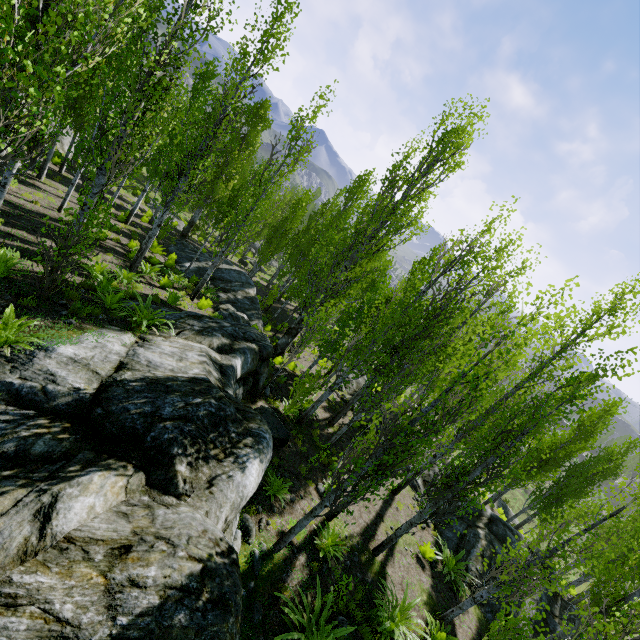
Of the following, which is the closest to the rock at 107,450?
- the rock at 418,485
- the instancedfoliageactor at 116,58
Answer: the instancedfoliageactor at 116,58

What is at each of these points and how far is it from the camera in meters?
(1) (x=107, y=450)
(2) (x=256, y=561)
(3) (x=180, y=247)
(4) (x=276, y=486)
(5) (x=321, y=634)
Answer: (1) rock, 4.2
(2) rock, 6.5
(3) rock, 21.4
(4) instancedfoliageactor, 8.4
(5) instancedfoliageactor, 5.9

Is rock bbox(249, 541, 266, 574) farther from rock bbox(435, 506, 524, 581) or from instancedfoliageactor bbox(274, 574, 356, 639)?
rock bbox(435, 506, 524, 581)

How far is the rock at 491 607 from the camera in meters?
11.0 m

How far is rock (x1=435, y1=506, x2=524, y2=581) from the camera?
12.5m

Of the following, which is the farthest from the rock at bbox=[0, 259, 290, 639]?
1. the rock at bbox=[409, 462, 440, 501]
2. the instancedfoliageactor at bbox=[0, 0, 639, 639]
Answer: the rock at bbox=[409, 462, 440, 501]

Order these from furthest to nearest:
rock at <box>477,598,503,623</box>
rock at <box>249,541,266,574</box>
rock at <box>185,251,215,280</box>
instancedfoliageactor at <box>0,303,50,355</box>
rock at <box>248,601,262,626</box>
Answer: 1. rock at <box>185,251,215,280</box>
2. rock at <box>477,598,503,623</box>
3. rock at <box>249,541,266,574</box>
4. rock at <box>248,601,262,626</box>
5. instancedfoliageactor at <box>0,303,50,355</box>
